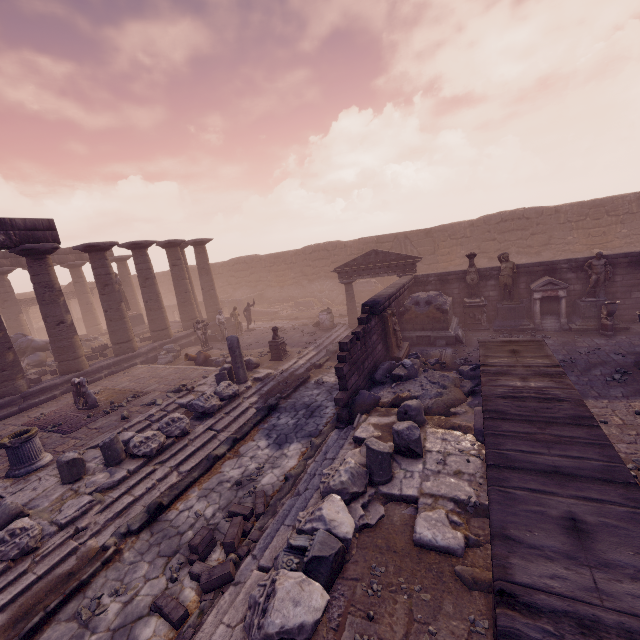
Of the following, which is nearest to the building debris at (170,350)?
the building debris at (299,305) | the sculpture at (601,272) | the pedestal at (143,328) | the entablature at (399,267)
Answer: the pedestal at (143,328)

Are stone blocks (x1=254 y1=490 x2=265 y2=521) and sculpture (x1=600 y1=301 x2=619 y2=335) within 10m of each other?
no

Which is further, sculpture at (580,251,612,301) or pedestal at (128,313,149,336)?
pedestal at (128,313,149,336)

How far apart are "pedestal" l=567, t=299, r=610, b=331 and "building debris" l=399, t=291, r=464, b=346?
3.9m

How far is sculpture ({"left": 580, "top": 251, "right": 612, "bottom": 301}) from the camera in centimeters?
1230cm

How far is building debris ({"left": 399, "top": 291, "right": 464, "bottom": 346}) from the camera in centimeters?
1311cm

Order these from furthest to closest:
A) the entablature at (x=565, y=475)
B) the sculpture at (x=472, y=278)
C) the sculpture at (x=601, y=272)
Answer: the sculpture at (x=472, y=278)
the sculpture at (x=601, y=272)
the entablature at (x=565, y=475)

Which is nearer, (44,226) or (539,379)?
(539,379)
